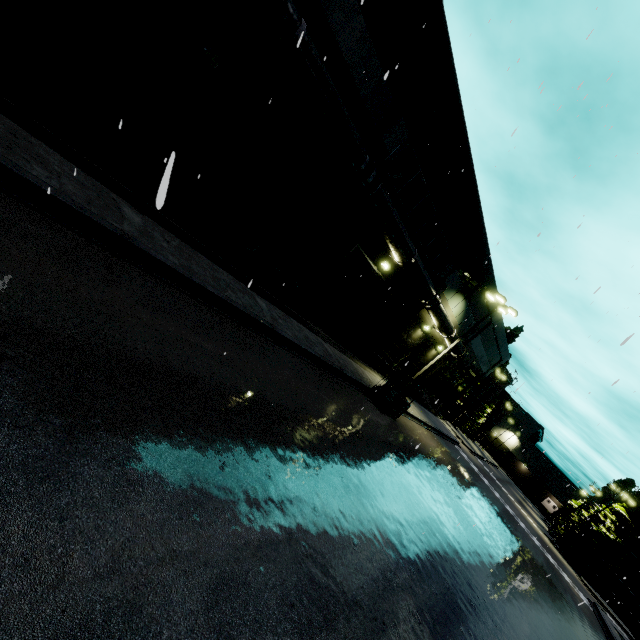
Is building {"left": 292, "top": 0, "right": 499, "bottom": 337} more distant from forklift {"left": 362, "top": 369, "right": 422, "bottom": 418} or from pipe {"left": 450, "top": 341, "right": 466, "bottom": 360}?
forklift {"left": 362, "top": 369, "right": 422, "bottom": 418}

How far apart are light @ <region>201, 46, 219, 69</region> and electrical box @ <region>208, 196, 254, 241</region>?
3.47m

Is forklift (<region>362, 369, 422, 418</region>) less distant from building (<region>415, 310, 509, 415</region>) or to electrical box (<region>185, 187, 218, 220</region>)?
building (<region>415, 310, 509, 415</region>)

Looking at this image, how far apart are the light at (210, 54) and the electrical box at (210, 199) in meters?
3.2 m

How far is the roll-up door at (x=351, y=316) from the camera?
16.2m

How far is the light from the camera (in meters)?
8.34

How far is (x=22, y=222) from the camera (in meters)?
4.95

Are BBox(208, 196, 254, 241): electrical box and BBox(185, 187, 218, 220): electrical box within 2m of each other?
yes
